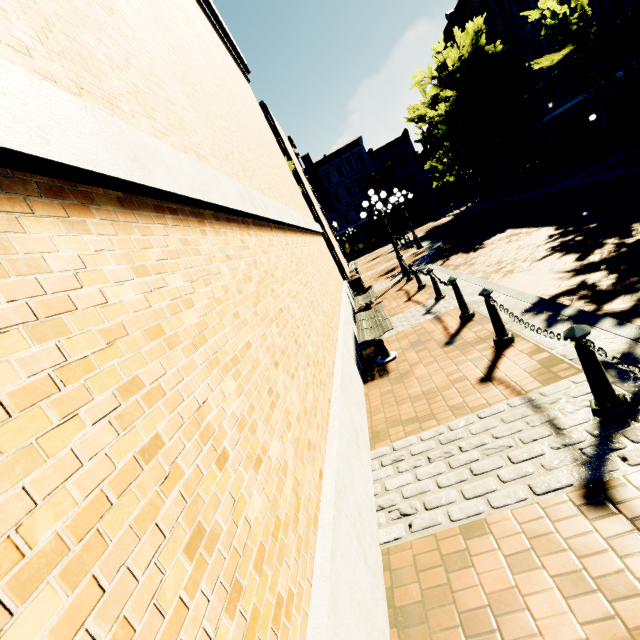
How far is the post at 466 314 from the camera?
6.1m

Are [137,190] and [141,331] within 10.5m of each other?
yes

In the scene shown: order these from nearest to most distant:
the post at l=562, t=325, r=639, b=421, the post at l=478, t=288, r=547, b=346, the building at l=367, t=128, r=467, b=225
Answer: the post at l=562, t=325, r=639, b=421 → the post at l=478, t=288, r=547, b=346 → the building at l=367, t=128, r=467, b=225

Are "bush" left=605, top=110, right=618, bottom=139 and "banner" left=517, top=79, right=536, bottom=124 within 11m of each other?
yes

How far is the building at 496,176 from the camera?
32.2 meters

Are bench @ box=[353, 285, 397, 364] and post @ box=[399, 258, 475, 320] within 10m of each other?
yes

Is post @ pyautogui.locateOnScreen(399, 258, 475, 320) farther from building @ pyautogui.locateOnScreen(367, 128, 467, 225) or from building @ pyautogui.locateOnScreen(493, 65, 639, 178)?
building @ pyautogui.locateOnScreen(367, 128, 467, 225)

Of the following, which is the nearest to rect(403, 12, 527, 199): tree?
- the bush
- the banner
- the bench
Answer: the banner
